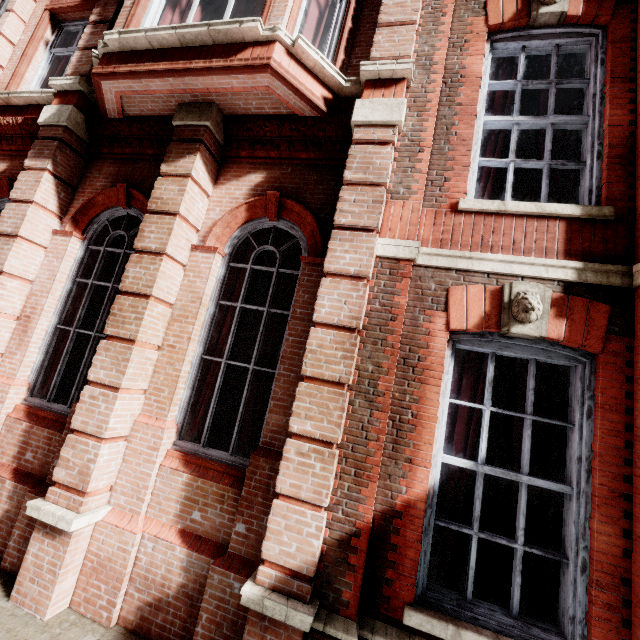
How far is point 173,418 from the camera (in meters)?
3.92
